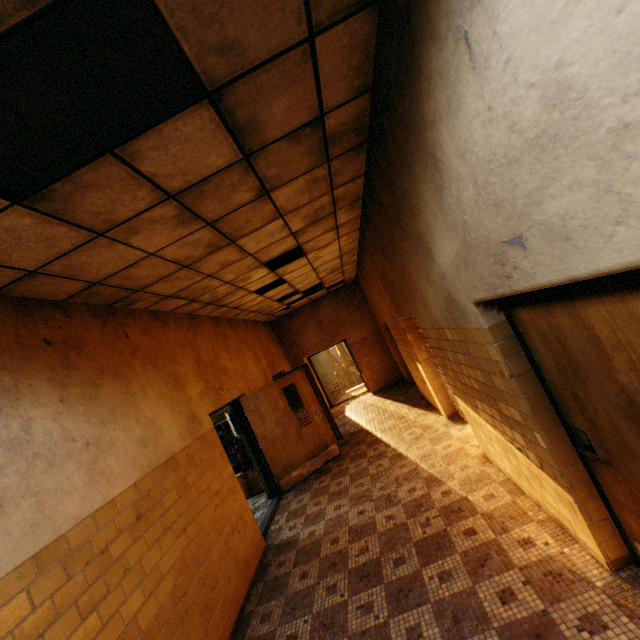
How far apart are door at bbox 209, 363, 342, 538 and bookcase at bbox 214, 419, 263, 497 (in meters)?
0.58

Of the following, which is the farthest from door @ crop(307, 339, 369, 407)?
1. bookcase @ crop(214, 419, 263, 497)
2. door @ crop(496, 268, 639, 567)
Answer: door @ crop(496, 268, 639, 567)

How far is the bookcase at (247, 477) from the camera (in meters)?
7.20

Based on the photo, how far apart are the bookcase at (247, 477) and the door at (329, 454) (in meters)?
0.58

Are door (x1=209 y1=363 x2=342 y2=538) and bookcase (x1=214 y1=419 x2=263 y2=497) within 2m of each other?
yes

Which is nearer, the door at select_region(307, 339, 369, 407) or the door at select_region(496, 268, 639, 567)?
the door at select_region(496, 268, 639, 567)

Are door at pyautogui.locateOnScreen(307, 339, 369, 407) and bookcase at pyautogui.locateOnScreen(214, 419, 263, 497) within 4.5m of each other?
no

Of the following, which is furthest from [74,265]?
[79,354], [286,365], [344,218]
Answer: [286,365]
